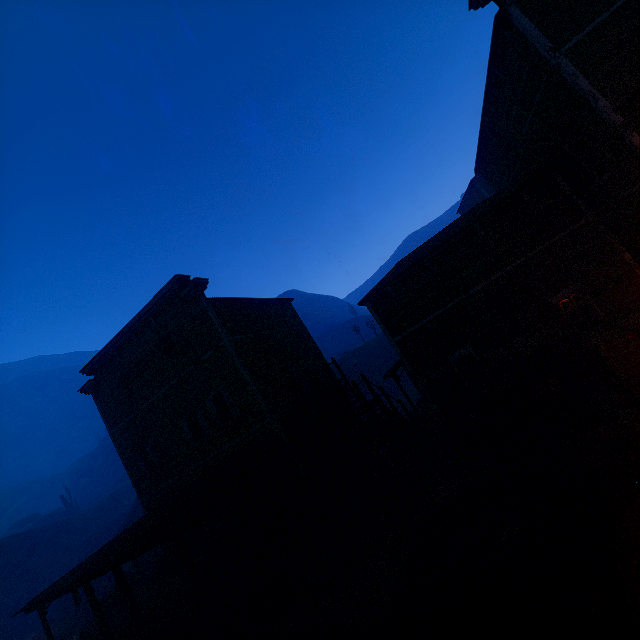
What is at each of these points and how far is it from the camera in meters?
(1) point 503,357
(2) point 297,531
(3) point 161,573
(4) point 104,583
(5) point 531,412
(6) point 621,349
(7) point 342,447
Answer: (1) poster, 11.8 m
(2) wooden box, 11.3 m
(3) barrel, 16.2 m
(4) z, 26.3 m
(5) carraige, 9.7 m
(6) wooden box, 8.9 m
(7) building, 15.8 m

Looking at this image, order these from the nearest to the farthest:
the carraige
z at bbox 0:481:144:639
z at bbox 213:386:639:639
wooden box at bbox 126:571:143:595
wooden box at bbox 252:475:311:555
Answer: z at bbox 213:386:639:639
the carraige
wooden box at bbox 252:475:311:555
wooden box at bbox 126:571:143:595
z at bbox 0:481:144:639

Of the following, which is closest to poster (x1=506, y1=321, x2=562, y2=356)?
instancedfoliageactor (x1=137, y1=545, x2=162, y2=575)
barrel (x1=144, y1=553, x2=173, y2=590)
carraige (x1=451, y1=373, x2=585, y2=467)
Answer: carraige (x1=451, y1=373, x2=585, y2=467)

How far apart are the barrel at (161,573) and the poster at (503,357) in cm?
1839

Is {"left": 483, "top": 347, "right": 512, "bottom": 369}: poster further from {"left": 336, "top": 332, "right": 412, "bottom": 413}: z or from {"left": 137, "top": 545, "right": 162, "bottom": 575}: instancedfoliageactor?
{"left": 137, "top": 545, "right": 162, "bottom": 575}: instancedfoliageactor

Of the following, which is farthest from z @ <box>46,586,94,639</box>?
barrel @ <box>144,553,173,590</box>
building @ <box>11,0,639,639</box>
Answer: barrel @ <box>144,553,173,590</box>

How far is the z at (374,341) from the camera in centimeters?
3619cm

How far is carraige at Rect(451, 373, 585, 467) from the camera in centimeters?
942cm
